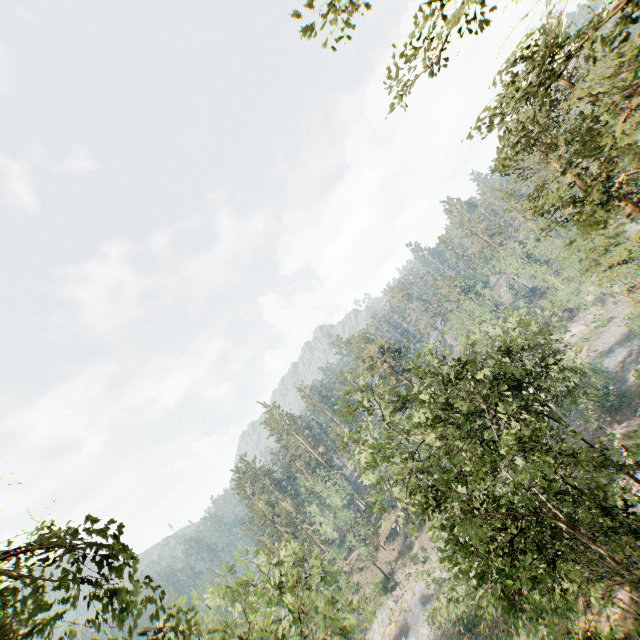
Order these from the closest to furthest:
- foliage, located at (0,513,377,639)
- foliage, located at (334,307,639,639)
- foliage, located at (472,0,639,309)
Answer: foliage, located at (0,513,377,639) < foliage, located at (472,0,639,309) < foliage, located at (334,307,639,639)

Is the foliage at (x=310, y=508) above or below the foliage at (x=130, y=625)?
below

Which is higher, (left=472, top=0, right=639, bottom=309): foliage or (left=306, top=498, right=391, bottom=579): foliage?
(left=472, top=0, right=639, bottom=309): foliage

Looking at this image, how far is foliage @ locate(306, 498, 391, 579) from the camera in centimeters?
5522cm

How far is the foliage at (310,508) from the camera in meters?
55.2

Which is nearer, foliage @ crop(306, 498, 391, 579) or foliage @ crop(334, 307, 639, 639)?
foliage @ crop(334, 307, 639, 639)

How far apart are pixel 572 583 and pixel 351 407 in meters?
10.0
